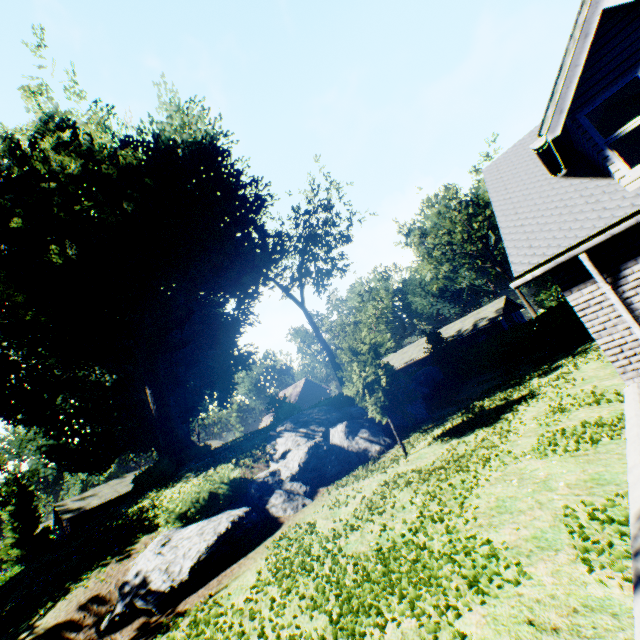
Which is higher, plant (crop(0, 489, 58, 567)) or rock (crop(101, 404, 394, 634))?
plant (crop(0, 489, 58, 567))

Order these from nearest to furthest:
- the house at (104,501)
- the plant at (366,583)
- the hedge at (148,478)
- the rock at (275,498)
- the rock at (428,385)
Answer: the plant at (366,583), the rock at (275,498), the rock at (428,385), the hedge at (148,478), the house at (104,501)

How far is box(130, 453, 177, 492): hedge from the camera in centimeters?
1870cm

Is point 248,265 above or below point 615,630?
above

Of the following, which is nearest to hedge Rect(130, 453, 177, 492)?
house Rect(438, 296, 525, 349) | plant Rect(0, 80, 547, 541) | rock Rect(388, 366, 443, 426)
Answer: plant Rect(0, 80, 547, 541)

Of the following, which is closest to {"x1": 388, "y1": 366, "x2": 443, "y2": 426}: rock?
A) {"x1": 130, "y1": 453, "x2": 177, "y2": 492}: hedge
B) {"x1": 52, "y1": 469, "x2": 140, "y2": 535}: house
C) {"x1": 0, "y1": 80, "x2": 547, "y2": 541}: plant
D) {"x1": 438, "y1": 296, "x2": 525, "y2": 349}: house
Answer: {"x1": 0, "y1": 80, "x2": 547, "y2": 541}: plant

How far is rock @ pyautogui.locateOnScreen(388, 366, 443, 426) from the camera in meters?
17.4 m

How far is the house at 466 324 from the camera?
35.7 meters
